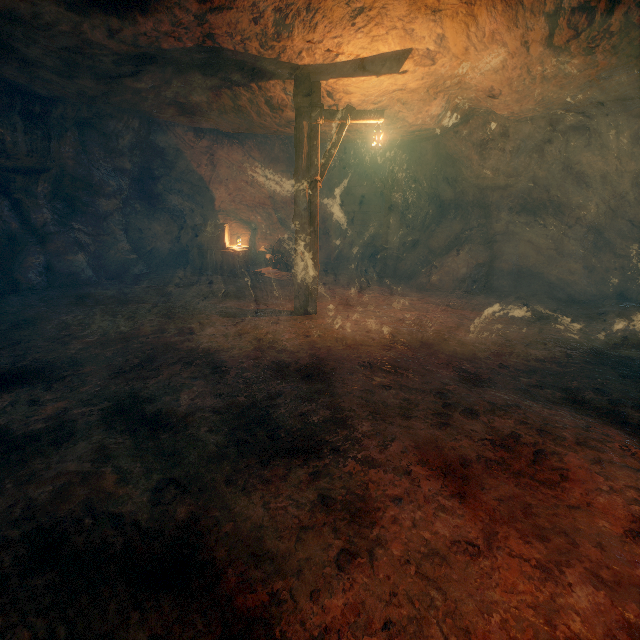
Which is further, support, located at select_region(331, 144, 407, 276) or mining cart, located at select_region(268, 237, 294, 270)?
mining cart, located at select_region(268, 237, 294, 270)

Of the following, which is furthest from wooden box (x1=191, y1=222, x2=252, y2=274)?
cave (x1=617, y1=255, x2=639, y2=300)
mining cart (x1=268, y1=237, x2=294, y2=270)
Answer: cave (x1=617, y1=255, x2=639, y2=300)

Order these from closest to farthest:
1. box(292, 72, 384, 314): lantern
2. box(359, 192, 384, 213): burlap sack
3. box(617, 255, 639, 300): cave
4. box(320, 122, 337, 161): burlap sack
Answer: box(292, 72, 384, 314): lantern, box(320, 122, 337, 161): burlap sack, box(617, 255, 639, 300): cave, box(359, 192, 384, 213): burlap sack

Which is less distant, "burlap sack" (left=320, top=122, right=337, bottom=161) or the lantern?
the lantern

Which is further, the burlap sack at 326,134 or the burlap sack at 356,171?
the burlap sack at 356,171

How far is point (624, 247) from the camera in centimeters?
1005cm

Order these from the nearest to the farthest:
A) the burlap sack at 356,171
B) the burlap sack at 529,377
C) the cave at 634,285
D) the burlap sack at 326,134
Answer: the burlap sack at 529,377, the burlap sack at 326,134, the cave at 634,285, the burlap sack at 356,171

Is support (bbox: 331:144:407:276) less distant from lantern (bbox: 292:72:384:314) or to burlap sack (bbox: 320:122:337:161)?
burlap sack (bbox: 320:122:337:161)
